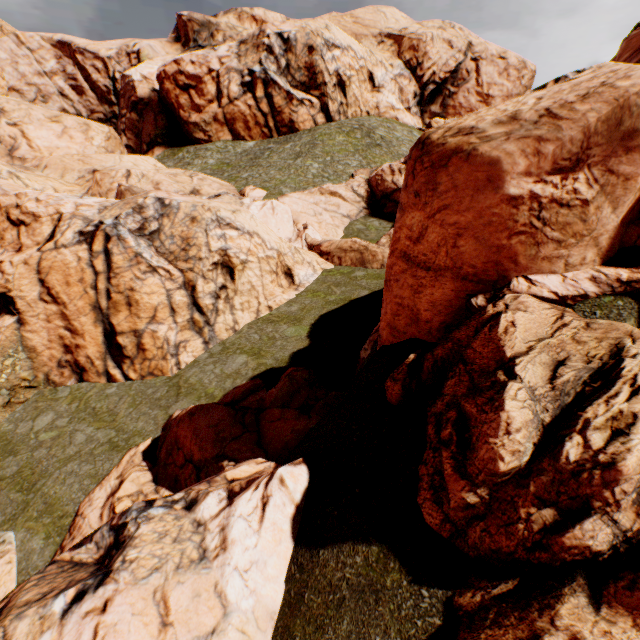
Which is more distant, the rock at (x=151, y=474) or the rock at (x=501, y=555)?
the rock at (x=151, y=474)

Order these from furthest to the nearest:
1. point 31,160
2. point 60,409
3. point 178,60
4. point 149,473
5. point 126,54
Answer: point 126,54 → point 178,60 → point 31,160 → point 60,409 → point 149,473

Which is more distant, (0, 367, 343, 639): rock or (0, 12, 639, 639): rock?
(0, 367, 343, 639): rock
